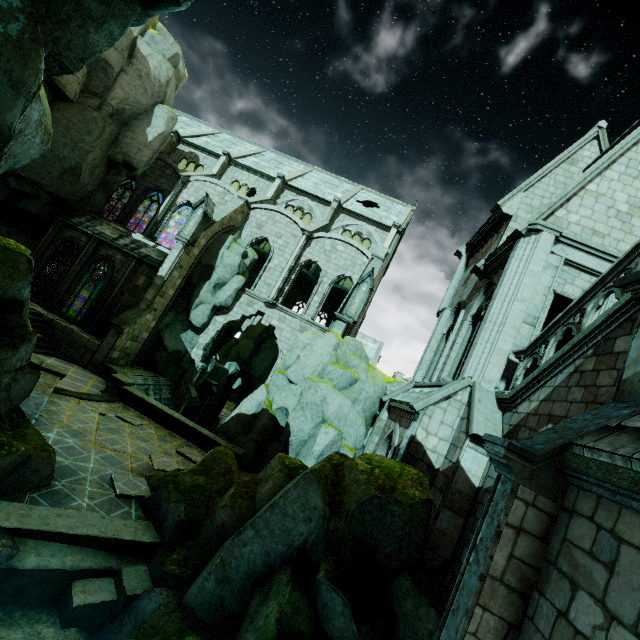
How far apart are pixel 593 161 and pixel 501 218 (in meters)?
4.16

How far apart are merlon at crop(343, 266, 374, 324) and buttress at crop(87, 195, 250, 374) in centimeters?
1104cm

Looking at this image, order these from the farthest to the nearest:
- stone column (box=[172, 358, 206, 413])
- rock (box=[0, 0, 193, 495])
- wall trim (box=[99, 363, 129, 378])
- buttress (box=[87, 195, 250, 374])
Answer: stone column (box=[172, 358, 206, 413]) < buttress (box=[87, 195, 250, 374]) < wall trim (box=[99, 363, 129, 378]) < rock (box=[0, 0, 193, 495])

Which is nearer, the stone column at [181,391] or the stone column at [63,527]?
the stone column at [63,527]

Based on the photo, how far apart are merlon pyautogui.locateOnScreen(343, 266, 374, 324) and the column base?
12.1 meters

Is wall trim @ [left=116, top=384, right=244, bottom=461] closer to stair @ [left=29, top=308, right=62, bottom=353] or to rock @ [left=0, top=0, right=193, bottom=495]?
rock @ [left=0, top=0, right=193, bottom=495]

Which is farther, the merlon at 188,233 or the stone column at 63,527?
the merlon at 188,233

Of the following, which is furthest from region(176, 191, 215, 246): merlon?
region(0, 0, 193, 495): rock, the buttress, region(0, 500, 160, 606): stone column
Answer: region(0, 500, 160, 606): stone column
